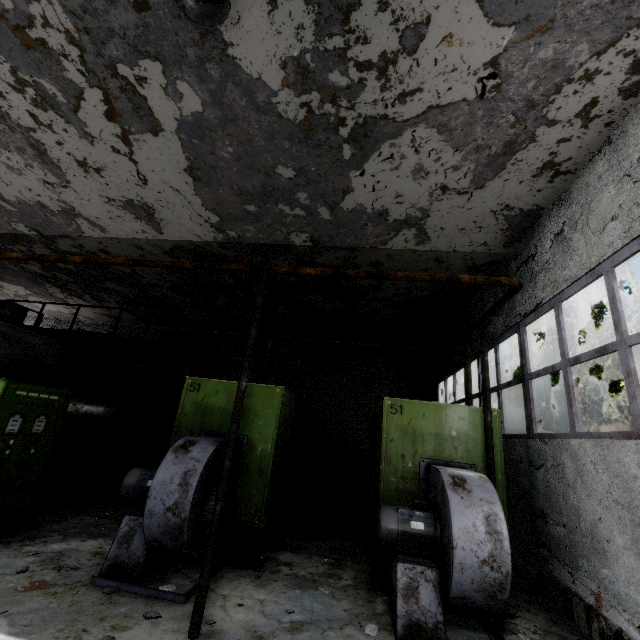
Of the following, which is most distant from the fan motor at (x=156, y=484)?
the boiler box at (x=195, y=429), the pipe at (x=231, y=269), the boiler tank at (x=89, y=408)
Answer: the pipe at (x=231, y=269)

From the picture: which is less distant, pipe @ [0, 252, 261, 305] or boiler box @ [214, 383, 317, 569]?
pipe @ [0, 252, 261, 305]

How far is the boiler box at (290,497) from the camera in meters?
5.5 m

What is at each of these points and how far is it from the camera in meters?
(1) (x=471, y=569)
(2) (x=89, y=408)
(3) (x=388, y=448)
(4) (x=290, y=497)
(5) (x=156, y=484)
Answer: (1) fan motor, 3.7 m
(2) boiler tank, 7.7 m
(3) boiler box, 5.6 m
(4) boiler box, 7.7 m
(5) fan motor, 4.4 m

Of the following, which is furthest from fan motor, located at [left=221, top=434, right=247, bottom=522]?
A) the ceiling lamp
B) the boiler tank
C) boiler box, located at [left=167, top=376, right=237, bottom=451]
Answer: the ceiling lamp

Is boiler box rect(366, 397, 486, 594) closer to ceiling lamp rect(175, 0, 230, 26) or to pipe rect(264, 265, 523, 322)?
pipe rect(264, 265, 523, 322)

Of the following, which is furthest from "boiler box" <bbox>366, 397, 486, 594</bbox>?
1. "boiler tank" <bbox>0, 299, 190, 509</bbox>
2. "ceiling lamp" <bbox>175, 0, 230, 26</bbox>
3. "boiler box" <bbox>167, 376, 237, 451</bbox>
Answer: "boiler tank" <bbox>0, 299, 190, 509</bbox>

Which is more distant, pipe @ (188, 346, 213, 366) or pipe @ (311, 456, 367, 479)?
pipe @ (188, 346, 213, 366)
